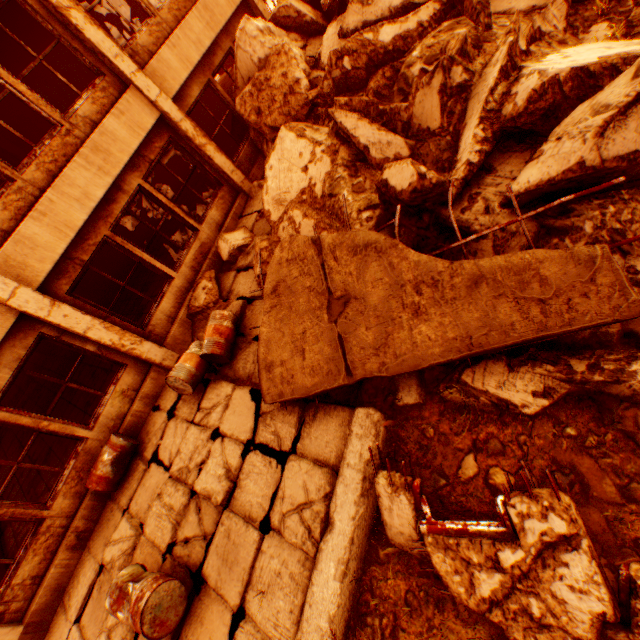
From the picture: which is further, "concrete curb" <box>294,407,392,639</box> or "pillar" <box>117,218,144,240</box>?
"pillar" <box>117,218,144,240</box>

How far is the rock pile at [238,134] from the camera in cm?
921

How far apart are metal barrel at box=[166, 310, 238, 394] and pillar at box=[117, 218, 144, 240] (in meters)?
9.46

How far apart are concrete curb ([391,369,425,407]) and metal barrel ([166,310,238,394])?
3.00m

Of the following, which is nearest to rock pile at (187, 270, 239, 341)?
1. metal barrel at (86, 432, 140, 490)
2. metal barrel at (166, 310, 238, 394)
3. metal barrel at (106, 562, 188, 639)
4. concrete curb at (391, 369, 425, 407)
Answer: concrete curb at (391, 369, 425, 407)

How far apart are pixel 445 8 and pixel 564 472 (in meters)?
7.38

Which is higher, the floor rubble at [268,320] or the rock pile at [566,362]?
the floor rubble at [268,320]

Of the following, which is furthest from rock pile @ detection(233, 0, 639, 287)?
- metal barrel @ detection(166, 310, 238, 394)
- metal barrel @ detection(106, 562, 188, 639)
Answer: metal barrel @ detection(106, 562, 188, 639)
